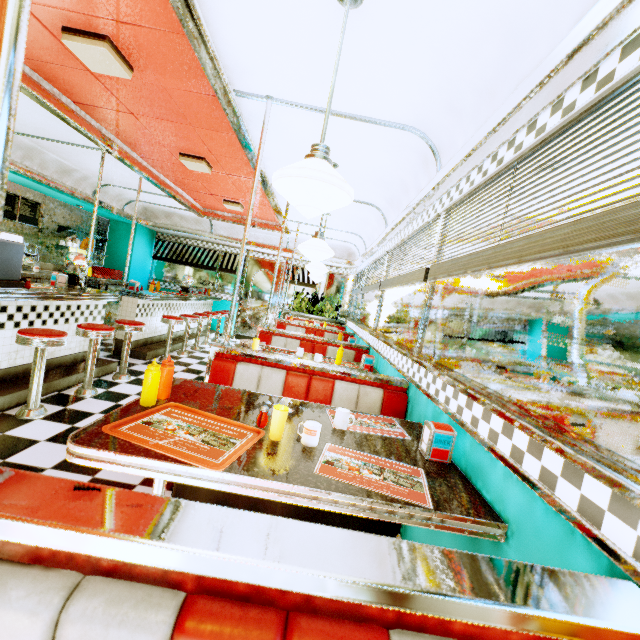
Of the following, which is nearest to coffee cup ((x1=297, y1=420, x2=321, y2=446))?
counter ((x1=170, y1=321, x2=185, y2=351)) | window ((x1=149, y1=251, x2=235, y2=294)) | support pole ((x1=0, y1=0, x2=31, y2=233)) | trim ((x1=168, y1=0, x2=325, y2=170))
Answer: support pole ((x1=0, y1=0, x2=31, y2=233))

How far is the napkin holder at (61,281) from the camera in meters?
3.9

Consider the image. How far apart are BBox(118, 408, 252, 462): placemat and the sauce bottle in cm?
14

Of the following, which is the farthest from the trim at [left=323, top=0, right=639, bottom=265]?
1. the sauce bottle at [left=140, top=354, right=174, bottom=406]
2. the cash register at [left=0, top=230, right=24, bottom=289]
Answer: the sauce bottle at [left=140, top=354, right=174, bottom=406]

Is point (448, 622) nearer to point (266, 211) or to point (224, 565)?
point (224, 565)

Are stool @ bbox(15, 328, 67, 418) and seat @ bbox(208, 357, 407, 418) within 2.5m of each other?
yes

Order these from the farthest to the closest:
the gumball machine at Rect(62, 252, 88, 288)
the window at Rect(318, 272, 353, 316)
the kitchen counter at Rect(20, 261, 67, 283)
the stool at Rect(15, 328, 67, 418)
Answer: the window at Rect(318, 272, 353, 316) < the kitchen counter at Rect(20, 261, 67, 283) < the gumball machine at Rect(62, 252, 88, 288) < the stool at Rect(15, 328, 67, 418)

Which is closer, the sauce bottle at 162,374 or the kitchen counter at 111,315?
the sauce bottle at 162,374
